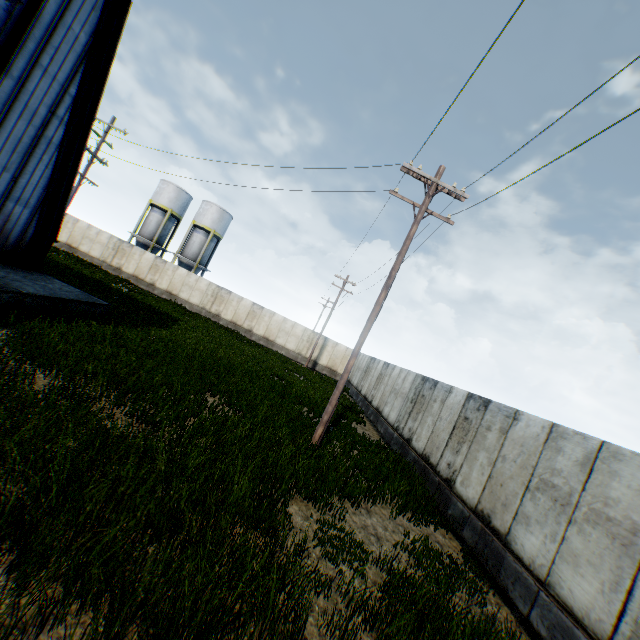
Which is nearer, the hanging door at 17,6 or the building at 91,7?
the hanging door at 17,6

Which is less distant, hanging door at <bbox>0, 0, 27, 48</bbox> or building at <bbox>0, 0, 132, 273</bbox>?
hanging door at <bbox>0, 0, 27, 48</bbox>

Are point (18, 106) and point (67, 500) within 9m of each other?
no
